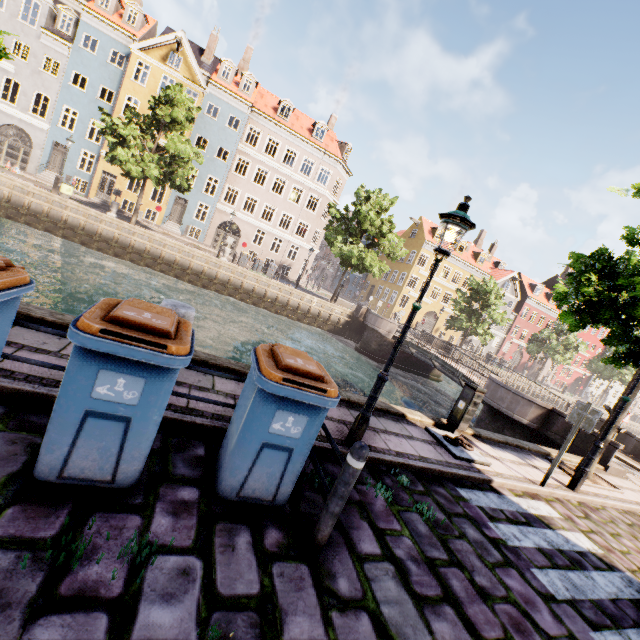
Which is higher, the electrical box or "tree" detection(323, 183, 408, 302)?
"tree" detection(323, 183, 408, 302)

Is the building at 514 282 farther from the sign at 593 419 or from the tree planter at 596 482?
the tree planter at 596 482

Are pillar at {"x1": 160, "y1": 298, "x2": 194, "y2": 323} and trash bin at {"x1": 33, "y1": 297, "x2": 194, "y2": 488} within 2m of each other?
yes

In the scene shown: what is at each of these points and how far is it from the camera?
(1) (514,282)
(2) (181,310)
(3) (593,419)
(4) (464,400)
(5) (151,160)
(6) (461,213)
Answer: (1) building, 46.3m
(2) pillar, 4.2m
(3) sign, 6.2m
(4) electrical box, 7.3m
(5) tree, 20.2m
(6) street light, 4.3m

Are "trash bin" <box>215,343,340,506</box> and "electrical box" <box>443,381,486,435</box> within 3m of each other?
no

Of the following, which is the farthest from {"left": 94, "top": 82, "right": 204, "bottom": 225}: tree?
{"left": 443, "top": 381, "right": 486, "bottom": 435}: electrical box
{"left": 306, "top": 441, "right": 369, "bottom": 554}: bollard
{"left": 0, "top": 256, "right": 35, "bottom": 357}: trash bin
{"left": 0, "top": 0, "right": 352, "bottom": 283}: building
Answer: {"left": 306, "top": 441, "right": 369, "bottom": 554}: bollard

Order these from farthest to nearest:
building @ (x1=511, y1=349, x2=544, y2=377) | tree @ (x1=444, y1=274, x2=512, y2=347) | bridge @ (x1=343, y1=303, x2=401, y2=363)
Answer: building @ (x1=511, y1=349, x2=544, y2=377) < tree @ (x1=444, y1=274, x2=512, y2=347) < bridge @ (x1=343, y1=303, x2=401, y2=363)

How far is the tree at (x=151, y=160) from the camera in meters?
19.7 m
